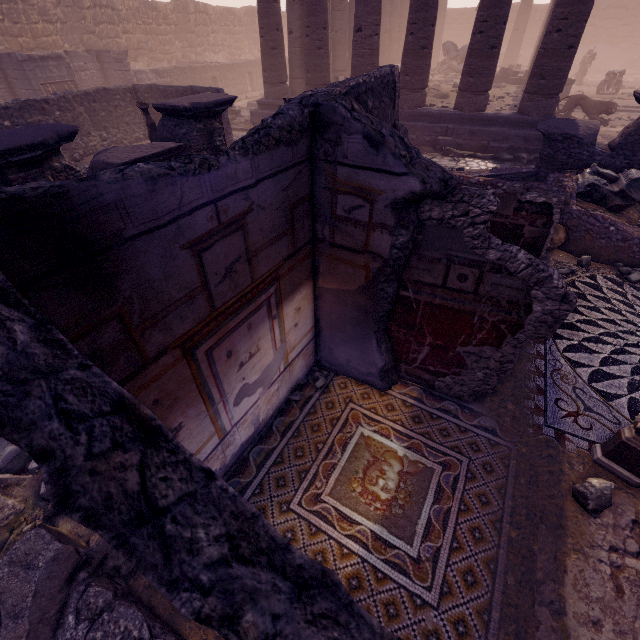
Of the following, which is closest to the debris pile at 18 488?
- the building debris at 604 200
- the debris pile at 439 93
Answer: the building debris at 604 200

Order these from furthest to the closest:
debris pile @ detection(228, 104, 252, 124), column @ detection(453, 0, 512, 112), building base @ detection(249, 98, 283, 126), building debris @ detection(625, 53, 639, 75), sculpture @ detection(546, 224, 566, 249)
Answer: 1. building debris @ detection(625, 53, 639, 75)
2. debris pile @ detection(228, 104, 252, 124)
3. building base @ detection(249, 98, 283, 126)
4. column @ detection(453, 0, 512, 112)
5. sculpture @ detection(546, 224, 566, 249)

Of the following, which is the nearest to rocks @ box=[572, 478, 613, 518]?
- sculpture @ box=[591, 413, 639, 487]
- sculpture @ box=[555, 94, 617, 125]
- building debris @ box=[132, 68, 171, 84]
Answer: sculpture @ box=[591, 413, 639, 487]

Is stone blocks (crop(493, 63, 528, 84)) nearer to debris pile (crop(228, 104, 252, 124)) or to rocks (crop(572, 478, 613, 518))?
debris pile (crop(228, 104, 252, 124))

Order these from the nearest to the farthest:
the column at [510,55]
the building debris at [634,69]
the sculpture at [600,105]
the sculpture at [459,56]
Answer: the sculpture at [600,105], the sculpture at [459,56], the column at [510,55], the building debris at [634,69]

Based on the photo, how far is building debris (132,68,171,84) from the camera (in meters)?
Result: 17.08

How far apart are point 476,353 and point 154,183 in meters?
3.1 m

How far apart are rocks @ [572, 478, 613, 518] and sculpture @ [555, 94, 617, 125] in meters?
17.0 m
